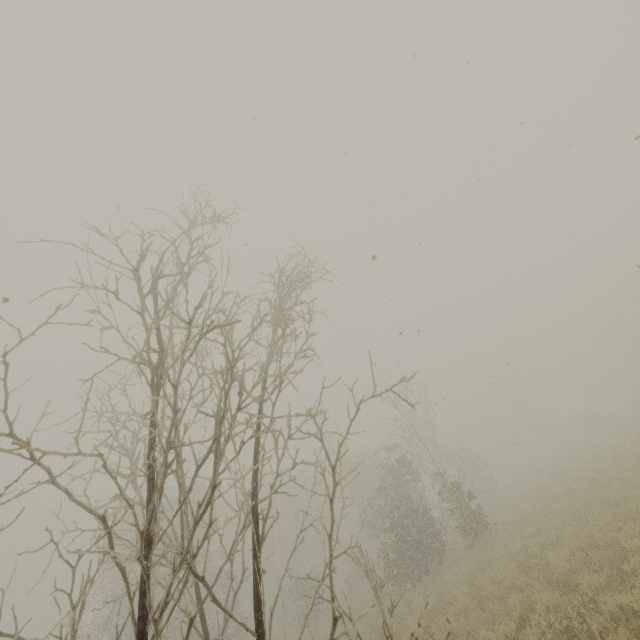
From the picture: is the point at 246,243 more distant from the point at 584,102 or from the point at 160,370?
the point at 584,102

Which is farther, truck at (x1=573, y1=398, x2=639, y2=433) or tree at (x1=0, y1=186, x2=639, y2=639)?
truck at (x1=573, y1=398, x2=639, y2=433)

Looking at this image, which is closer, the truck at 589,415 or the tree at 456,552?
the tree at 456,552
